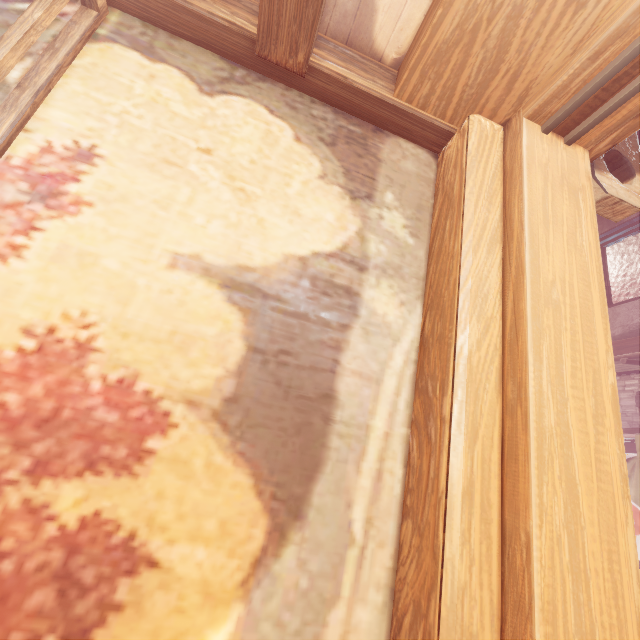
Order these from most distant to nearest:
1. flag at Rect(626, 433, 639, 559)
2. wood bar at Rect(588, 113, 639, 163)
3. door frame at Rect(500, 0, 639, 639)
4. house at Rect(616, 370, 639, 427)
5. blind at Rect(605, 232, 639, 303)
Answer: blind at Rect(605, 232, 639, 303) < house at Rect(616, 370, 639, 427) < flag at Rect(626, 433, 639, 559) < wood bar at Rect(588, 113, 639, 163) < door frame at Rect(500, 0, 639, 639)

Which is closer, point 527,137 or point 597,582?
point 597,582

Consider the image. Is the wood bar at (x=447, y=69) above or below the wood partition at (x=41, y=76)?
above

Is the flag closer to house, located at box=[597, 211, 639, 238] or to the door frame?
house, located at box=[597, 211, 639, 238]

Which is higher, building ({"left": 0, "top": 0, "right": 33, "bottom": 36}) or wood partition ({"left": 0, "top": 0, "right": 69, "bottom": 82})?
building ({"left": 0, "top": 0, "right": 33, "bottom": 36})

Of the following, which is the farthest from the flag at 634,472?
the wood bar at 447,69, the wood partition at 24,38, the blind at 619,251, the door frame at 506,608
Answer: the wood partition at 24,38

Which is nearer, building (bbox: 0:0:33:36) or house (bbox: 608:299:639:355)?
building (bbox: 0:0:33:36)

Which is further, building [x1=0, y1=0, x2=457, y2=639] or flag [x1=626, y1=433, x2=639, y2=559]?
flag [x1=626, y1=433, x2=639, y2=559]
